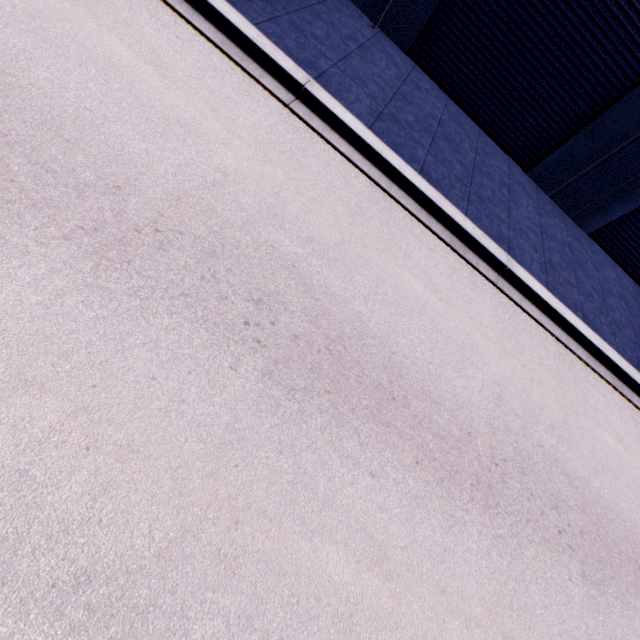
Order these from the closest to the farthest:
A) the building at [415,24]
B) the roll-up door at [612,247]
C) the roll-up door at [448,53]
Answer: the roll-up door at [448,53], the building at [415,24], the roll-up door at [612,247]

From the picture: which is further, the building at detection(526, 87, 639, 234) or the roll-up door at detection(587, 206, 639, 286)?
the roll-up door at detection(587, 206, 639, 286)

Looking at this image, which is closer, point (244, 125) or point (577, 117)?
point (244, 125)

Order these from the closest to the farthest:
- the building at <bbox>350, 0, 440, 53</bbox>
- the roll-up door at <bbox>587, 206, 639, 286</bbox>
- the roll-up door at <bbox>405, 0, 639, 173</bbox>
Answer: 1. the roll-up door at <bbox>405, 0, 639, 173</bbox>
2. the building at <bbox>350, 0, 440, 53</bbox>
3. the roll-up door at <bbox>587, 206, 639, 286</bbox>

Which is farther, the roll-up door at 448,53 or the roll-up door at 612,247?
the roll-up door at 612,247
